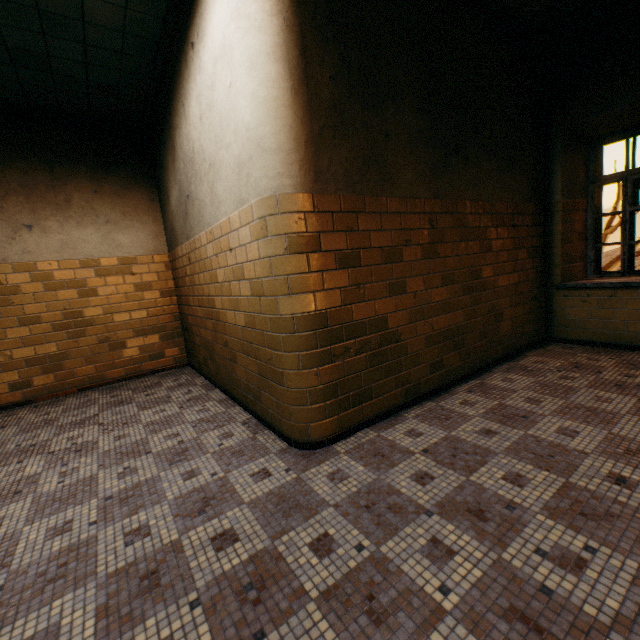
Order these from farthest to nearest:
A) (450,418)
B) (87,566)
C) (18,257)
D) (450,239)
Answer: (18,257) < (450,239) < (450,418) < (87,566)
